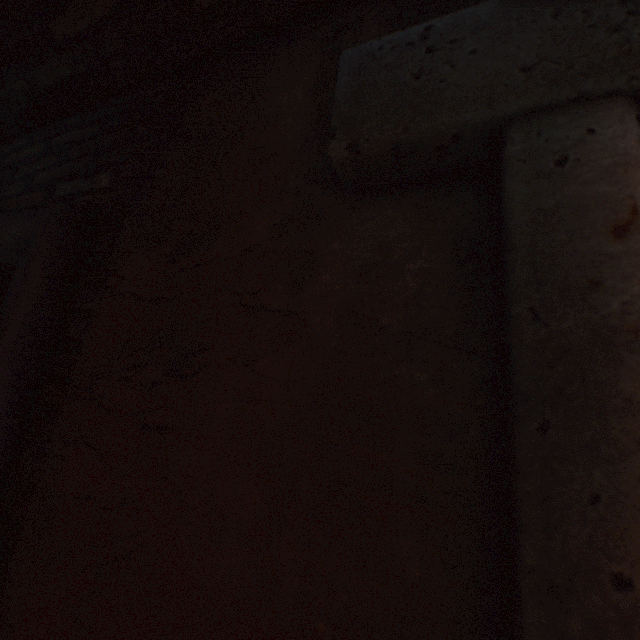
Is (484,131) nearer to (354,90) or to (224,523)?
(354,90)
